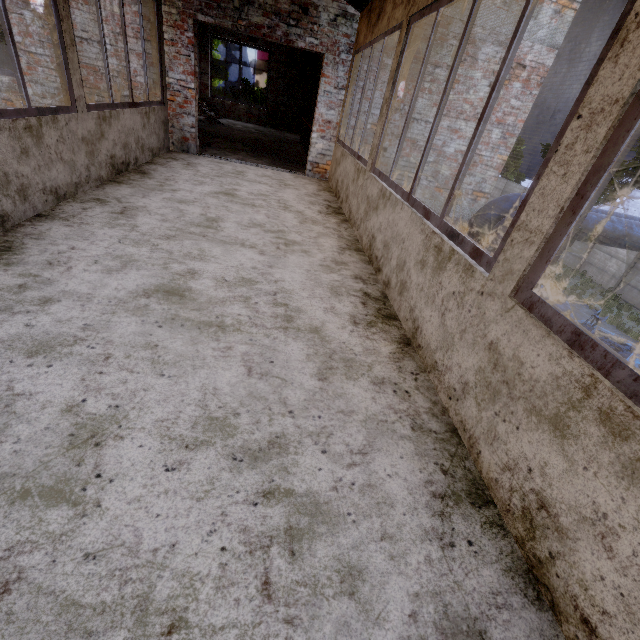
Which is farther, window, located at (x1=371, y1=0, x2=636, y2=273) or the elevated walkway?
the elevated walkway

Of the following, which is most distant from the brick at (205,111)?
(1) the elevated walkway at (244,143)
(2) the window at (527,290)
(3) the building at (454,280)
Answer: (2) the window at (527,290)

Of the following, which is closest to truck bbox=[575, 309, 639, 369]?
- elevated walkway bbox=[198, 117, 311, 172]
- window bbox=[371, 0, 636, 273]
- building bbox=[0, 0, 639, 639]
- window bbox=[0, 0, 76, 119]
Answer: building bbox=[0, 0, 639, 639]

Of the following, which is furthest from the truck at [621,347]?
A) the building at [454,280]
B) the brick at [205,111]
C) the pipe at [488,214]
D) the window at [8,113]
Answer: the brick at [205,111]

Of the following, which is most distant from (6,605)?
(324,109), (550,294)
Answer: (550,294)

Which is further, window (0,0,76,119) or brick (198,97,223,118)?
brick (198,97,223,118)

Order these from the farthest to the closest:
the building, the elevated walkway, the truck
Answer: the elevated walkway → the truck → the building

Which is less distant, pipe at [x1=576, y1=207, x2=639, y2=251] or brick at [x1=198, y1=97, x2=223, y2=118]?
pipe at [x1=576, y1=207, x2=639, y2=251]
